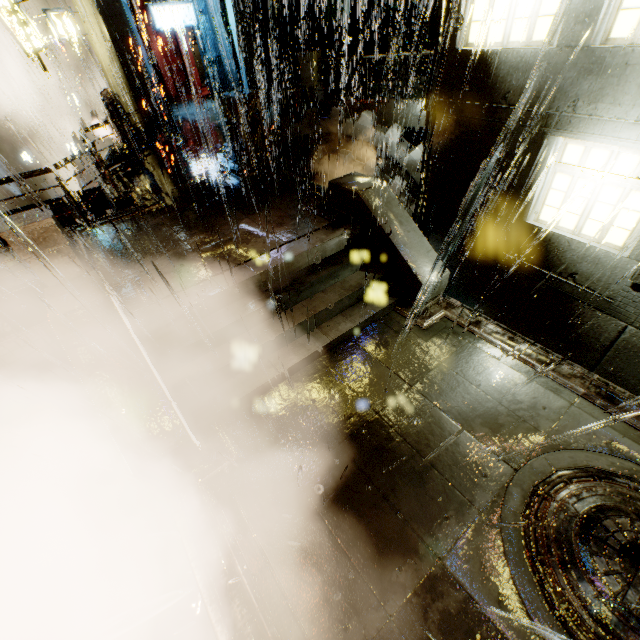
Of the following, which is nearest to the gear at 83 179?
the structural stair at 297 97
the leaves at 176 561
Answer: the structural stair at 297 97

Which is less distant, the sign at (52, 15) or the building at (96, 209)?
the building at (96, 209)

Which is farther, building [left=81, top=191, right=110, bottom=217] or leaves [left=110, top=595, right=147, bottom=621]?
building [left=81, top=191, right=110, bottom=217]

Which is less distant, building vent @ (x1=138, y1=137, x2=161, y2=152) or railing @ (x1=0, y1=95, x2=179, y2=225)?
railing @ (x1=0, y1=95, x2=179, y2=225)

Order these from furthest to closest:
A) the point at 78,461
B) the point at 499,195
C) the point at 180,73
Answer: the point at 180,73
the point at 499,195
the point at 78,461

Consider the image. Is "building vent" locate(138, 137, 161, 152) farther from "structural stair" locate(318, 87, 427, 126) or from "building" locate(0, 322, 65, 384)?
"structural stair" locate(318, 87, 427, 126)

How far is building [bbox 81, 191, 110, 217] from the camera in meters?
12.7

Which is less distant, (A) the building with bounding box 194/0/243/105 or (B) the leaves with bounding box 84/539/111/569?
(B) the leaves with bounding box 84/539/111/569
